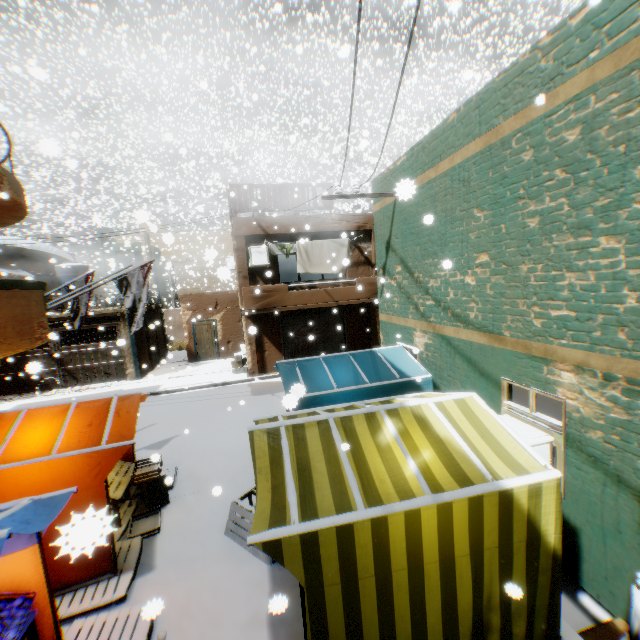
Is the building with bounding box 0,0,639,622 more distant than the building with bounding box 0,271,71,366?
No

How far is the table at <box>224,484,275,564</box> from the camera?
5.3m

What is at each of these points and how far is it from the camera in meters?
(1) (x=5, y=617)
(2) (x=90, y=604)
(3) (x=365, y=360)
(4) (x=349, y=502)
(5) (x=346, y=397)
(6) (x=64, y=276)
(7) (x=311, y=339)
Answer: (1) apples, 3.4
(2) wooden pallet, 4.6
(3) tent, 7.5
(4) tent, 3.1
(5) tent, 6.4
(6) water tank, 18.5
(7) rolling overhead door, 9.2

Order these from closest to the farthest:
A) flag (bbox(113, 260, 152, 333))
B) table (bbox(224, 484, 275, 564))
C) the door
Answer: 1. table (bbox(224, 484, 275, 564))
2. flag (bbox(113, 260, 152, 333))
3. the door

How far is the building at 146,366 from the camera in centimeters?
1677cm

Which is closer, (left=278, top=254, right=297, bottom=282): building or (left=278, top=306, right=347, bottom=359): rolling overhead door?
(left=278, top=306, right=347, bottom=359): rolling overhead door

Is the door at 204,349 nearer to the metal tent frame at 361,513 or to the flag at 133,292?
the flag at 133,292

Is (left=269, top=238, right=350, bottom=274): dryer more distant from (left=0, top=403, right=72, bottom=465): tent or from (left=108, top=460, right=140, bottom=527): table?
(left=108, top=460, right=140, bottom=527): table
